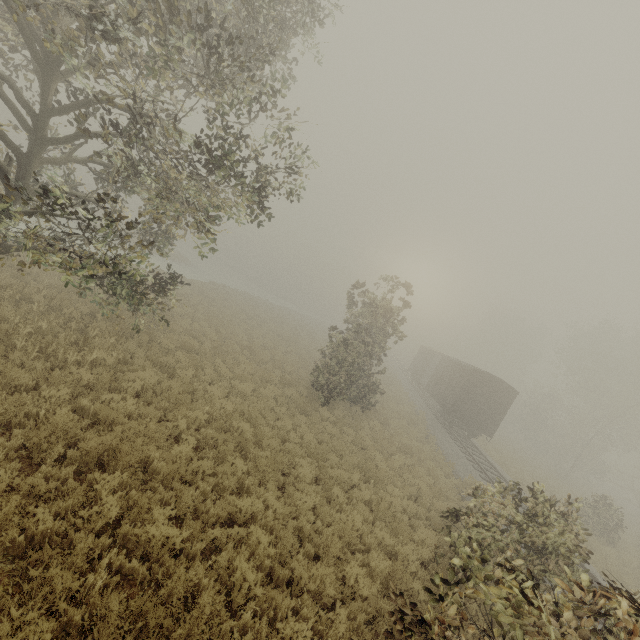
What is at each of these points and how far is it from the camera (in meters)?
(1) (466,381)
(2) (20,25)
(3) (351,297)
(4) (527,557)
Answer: (1) boxcar, 22.22
(2) tree, 6.86
(3) tree, 17.67
(4) tree, 7.47

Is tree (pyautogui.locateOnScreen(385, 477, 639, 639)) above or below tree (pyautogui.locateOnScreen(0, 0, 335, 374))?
below

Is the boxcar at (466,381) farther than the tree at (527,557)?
Yes

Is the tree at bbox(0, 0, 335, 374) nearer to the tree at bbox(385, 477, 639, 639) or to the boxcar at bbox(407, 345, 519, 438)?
the tree at bbox(385, 477, 639, 639)

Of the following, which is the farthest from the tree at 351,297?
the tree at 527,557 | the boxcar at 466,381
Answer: the boxcar at 466,381

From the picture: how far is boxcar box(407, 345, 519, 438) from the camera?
22.0 meters

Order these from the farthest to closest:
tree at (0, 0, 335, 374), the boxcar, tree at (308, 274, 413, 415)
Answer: the boxcar
tree at (308, 274, 413, 415)
tree at (0, 0, 335, 374)
